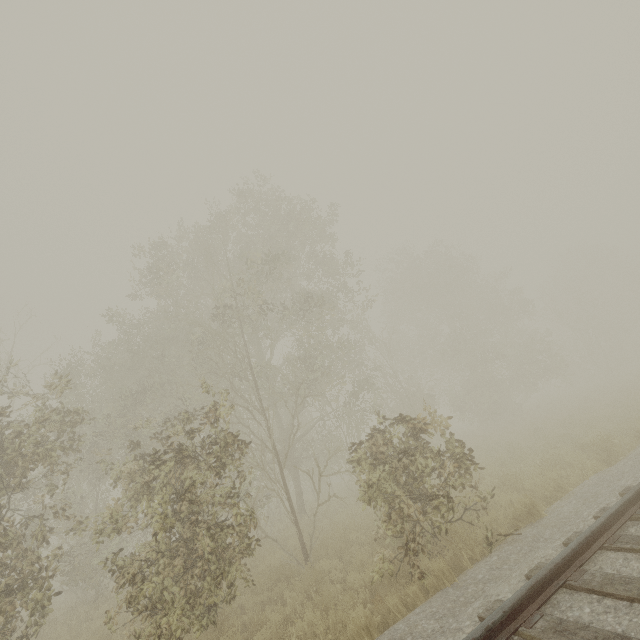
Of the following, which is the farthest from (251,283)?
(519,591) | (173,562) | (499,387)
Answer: (499,387)
